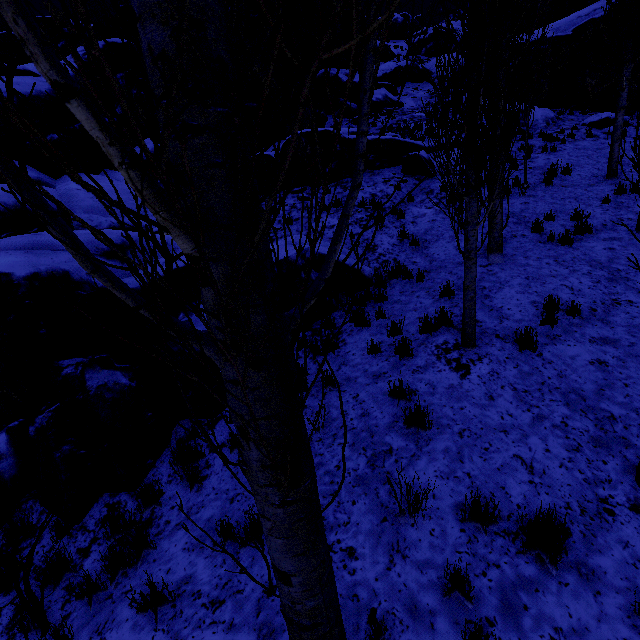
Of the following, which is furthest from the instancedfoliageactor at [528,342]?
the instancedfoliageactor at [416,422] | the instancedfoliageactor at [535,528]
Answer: the instancedfoliageactor at [416,422]

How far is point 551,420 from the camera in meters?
4.2 m

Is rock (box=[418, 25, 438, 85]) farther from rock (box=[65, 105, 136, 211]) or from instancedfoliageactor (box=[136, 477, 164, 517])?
instancedfoliageactor (box=[136, 477, 164, 517])

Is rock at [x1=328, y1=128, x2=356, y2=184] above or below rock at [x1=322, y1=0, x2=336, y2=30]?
below

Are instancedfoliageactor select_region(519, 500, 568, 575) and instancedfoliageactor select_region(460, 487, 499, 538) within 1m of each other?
yes

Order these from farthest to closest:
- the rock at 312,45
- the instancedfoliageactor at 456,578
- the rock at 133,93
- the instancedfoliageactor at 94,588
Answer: the rock at 312,45 → the rock at 133,93 → the instancedfoliageactor at 94,588 → the instancedfoliageactor at 456,578

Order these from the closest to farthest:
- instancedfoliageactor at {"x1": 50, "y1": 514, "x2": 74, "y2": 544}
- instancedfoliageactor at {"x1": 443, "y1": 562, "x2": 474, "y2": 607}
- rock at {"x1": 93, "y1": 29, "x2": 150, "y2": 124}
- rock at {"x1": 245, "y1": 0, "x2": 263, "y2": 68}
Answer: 1. instancedfoliageactor at {"x1": 443, "y1": 562, "x2": 474, "y2": 607}
2. instancedfoliageactor at {"x1": 50, "y1": 514, "x2": 74, "y2": 544}
3. rock at {"x1": 93, "y1": 29, "x2": 150, "y2": 124}
4. rock at {"x1": 245, "y1": 0, "x2": 263, "y2": 68}

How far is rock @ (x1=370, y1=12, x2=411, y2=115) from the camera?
20.0m
